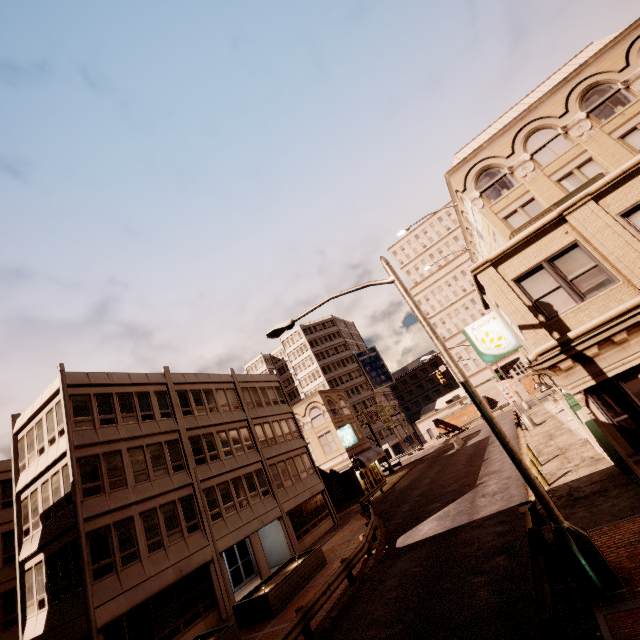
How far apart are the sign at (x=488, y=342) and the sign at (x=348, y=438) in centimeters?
2728cm

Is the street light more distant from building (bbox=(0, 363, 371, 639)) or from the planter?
building (bbox=(0, 363, 371, 639))

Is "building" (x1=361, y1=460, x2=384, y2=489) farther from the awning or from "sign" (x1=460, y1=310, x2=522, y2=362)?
"sign" (x1=460, y1=310, x2=522, y2=362)

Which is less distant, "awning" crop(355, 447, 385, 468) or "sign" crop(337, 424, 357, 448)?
"awning" crop(355, 447, 385, 468)

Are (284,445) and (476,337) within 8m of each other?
no

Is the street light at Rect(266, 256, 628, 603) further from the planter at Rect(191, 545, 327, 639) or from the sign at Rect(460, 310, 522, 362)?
the planter at Rect(191, 545, 327, 639)

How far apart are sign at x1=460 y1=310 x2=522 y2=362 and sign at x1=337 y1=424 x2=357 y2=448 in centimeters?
2728cm

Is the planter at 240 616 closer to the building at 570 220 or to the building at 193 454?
the building at 193 454
